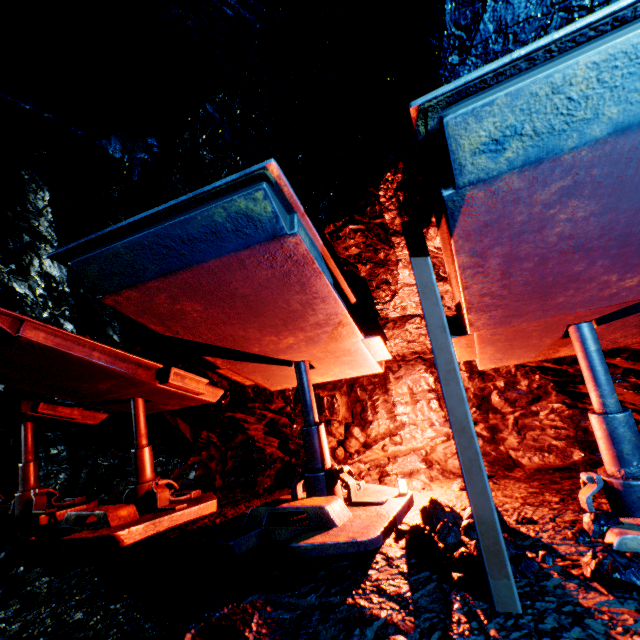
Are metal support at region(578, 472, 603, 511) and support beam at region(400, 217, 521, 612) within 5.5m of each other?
yes

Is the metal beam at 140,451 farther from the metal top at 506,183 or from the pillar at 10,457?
the pillar at 10,457

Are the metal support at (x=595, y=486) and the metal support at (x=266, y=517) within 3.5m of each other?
yes

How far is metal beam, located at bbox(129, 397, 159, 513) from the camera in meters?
4.3

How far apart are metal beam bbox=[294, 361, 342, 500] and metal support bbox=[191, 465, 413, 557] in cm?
0

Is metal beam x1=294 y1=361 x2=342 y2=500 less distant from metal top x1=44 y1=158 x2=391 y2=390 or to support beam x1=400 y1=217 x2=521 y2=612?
metal top x1=44 y1=158 x2=391 y2=390

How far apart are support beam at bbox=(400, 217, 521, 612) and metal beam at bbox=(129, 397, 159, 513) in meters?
4.3 m

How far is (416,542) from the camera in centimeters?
210cm
